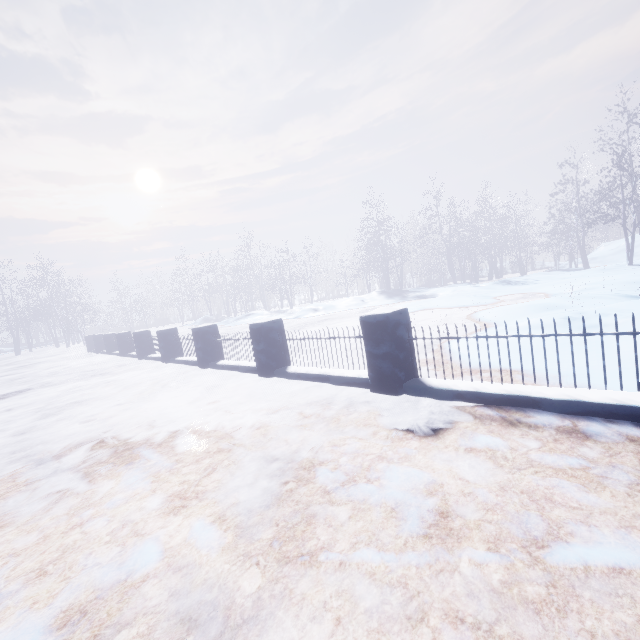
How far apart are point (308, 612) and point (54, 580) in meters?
1.4 m
